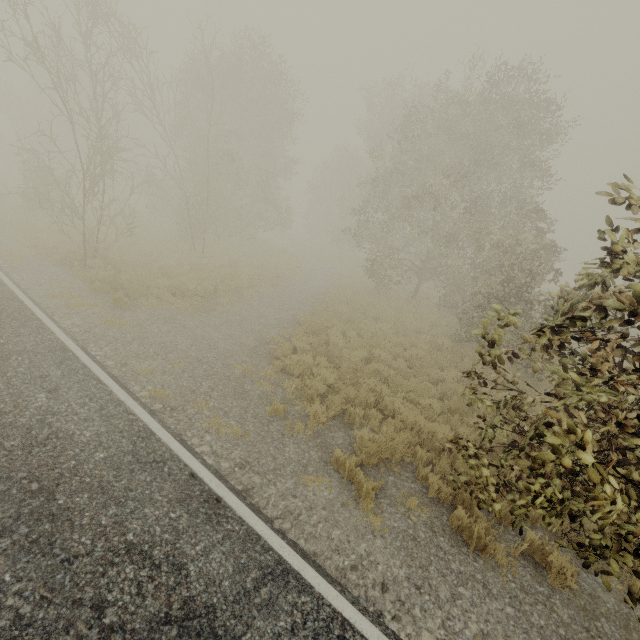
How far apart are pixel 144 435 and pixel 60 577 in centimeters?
218cm
